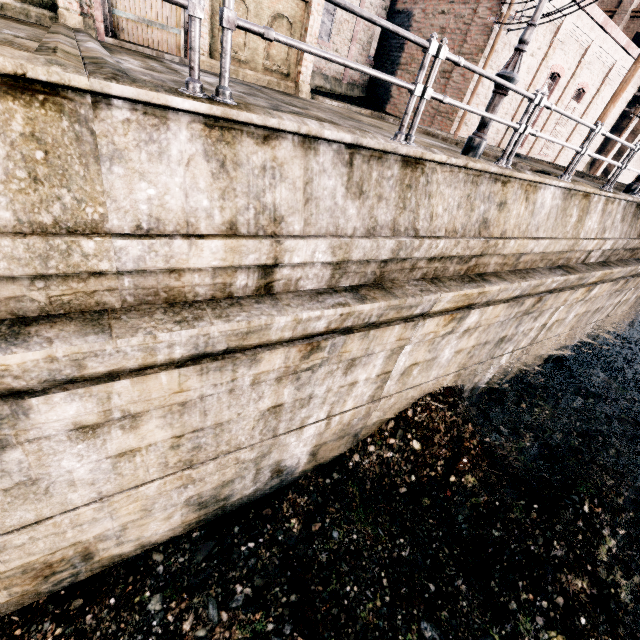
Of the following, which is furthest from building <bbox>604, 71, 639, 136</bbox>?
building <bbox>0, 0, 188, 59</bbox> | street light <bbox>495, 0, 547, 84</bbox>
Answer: street light <bbox>495, 0, 547, 84</bbox>

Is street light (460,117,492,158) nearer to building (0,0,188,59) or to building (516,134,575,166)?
building (0,0,188,59)

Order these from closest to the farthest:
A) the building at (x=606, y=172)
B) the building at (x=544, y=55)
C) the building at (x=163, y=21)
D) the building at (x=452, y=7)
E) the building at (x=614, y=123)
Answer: the building at (x=163, y=21) < the building at (x=452, y=7) < the building at (x=544, y=55) < the building at (x=614, y=123) < the building at (x=606, y=172)

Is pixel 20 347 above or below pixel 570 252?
below

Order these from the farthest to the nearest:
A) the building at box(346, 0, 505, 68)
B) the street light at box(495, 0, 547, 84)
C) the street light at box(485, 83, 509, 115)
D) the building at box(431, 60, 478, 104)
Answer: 1. the building at box(431, 60, 478, 104)
2. the building at box(346, 0, 505, 68)
3. the street light at box(485, 83, 509, 115)
4. the street light at box(495, 0, 547, 84)

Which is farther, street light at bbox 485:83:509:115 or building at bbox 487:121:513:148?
building at bbox 487:121:513:148

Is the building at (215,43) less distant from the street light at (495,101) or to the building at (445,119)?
the building at (445,119)

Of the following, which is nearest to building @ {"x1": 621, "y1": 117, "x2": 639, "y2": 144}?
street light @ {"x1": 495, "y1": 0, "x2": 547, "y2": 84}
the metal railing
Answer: the metal railing
